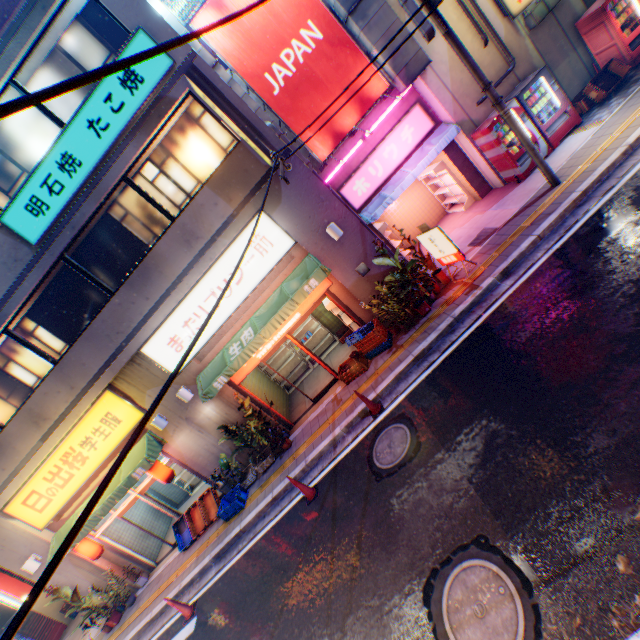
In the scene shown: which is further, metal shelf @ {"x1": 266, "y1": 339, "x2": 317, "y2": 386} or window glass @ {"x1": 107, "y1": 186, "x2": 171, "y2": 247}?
metal shelf @ {"x1": 266, "y1": 339, "x2": 317, "y2": 386}

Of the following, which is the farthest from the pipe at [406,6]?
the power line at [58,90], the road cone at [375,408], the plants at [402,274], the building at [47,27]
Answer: the road cone at [375,408]

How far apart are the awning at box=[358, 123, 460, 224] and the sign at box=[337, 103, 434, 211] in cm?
7

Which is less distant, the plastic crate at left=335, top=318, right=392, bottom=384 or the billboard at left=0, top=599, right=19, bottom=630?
the plastic crate at left=335, top=318, right=392, bottom=384

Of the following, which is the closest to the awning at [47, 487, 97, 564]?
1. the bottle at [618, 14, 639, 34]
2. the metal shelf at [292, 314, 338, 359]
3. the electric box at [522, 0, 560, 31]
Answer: the metal shelf at [292, 314, 338, 359]

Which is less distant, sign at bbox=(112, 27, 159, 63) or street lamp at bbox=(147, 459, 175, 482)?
sign at bbox=(112, 27, 159, 63)

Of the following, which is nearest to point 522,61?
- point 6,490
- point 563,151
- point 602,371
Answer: point 563,151

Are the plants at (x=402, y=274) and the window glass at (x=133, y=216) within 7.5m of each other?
yes
